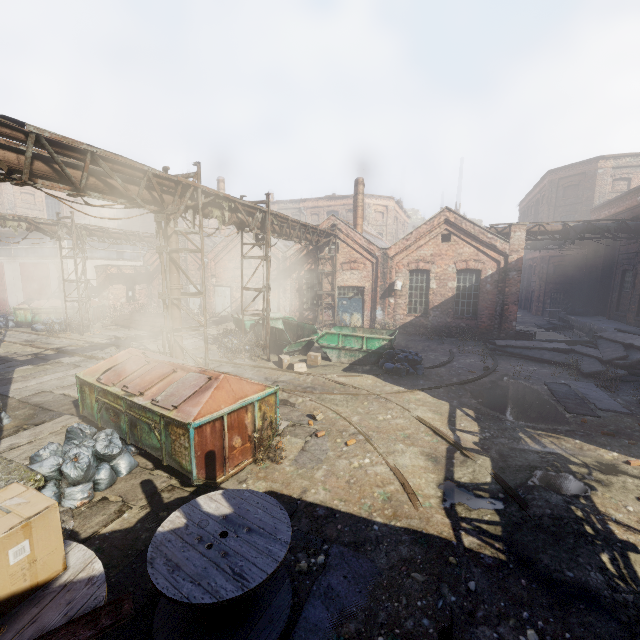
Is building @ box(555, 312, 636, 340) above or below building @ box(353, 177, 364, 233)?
below

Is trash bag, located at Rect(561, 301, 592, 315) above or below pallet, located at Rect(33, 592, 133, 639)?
below

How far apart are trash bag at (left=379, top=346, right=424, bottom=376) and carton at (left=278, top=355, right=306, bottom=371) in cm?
299

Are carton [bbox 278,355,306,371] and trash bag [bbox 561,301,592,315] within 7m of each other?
no

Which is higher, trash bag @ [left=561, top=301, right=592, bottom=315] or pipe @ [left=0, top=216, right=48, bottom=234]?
pipe @ [left=0, top=216, right=48, bottom=234]

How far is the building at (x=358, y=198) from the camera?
22.0m

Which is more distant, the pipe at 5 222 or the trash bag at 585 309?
the trash bag at 585 309

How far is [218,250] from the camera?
24.34m
